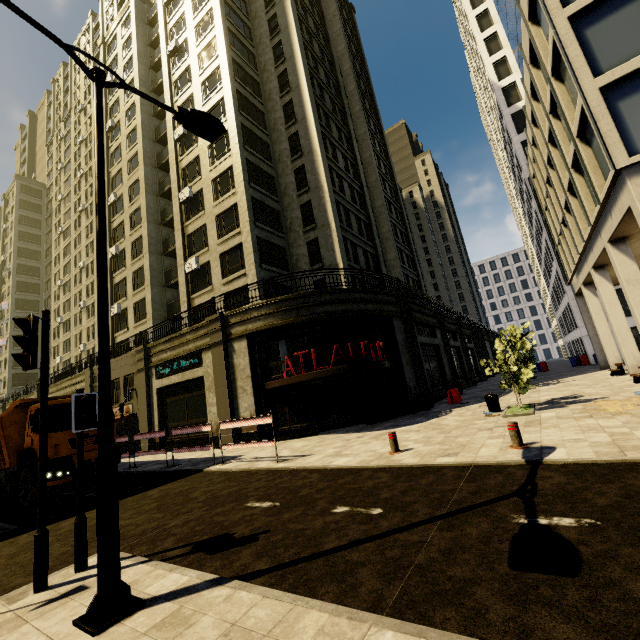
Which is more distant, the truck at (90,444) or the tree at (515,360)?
the tree at (515,360)

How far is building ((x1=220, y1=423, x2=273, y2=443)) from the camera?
15.66m

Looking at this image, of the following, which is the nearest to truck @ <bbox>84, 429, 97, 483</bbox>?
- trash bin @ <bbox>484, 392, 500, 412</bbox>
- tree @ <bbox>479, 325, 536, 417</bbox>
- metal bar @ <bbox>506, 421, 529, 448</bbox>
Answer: metal bar @ <bbox>506, 421, 529, 448</bbox>

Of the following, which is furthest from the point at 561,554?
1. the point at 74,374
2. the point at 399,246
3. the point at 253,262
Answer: the point at 74,374

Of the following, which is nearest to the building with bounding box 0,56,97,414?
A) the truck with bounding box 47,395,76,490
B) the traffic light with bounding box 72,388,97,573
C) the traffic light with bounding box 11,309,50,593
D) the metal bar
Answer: the truck with bounding box 47,395,76,490

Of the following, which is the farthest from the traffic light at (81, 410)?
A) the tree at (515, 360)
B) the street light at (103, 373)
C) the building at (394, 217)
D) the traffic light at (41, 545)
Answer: the tree at (515, 360)

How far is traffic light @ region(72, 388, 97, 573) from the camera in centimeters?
478cm

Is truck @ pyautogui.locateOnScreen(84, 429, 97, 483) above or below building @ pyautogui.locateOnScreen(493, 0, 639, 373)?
below
